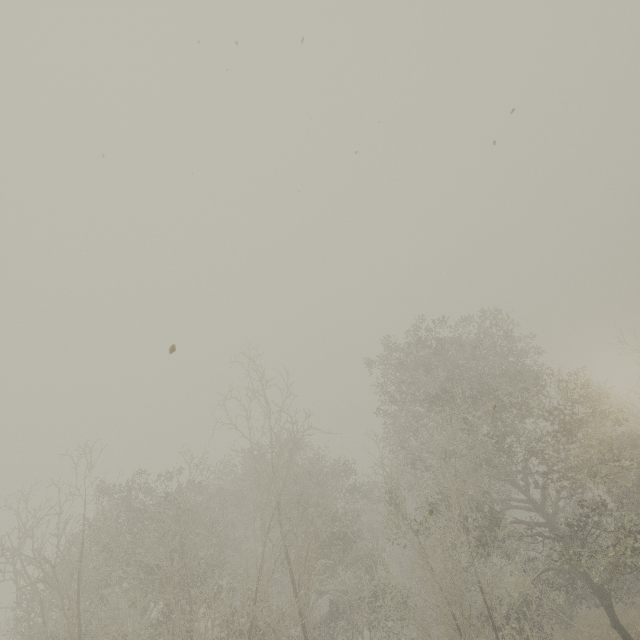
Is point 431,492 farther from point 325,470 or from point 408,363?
point 408,363
